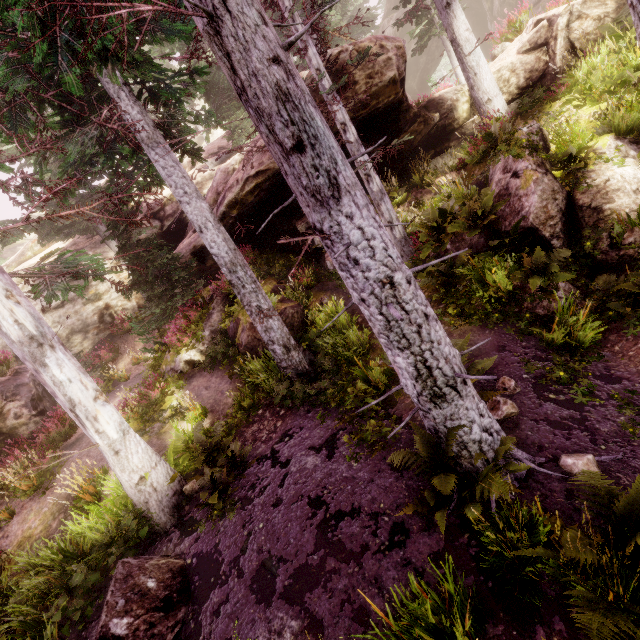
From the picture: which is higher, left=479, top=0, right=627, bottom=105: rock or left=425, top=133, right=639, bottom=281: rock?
left=479, top=0, right=627, bottom=105: rock

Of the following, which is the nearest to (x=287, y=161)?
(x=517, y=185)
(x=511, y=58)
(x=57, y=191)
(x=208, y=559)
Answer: (x=57, y=191)

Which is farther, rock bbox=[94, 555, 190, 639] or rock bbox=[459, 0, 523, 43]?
rock bbox=[459, 0, 523, 43]

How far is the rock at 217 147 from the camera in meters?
22.4

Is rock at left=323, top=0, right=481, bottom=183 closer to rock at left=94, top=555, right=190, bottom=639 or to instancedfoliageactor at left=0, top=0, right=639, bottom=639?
instancedfoliageactor at left=0, top=0, right=639, bottom=639

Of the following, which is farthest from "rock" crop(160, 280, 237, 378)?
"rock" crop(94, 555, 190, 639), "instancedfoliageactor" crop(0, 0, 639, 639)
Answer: "rock" crop(94, 555, 190, 639)

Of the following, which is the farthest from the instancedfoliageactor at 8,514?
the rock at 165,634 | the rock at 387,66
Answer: Answer: the rock at 165,634
